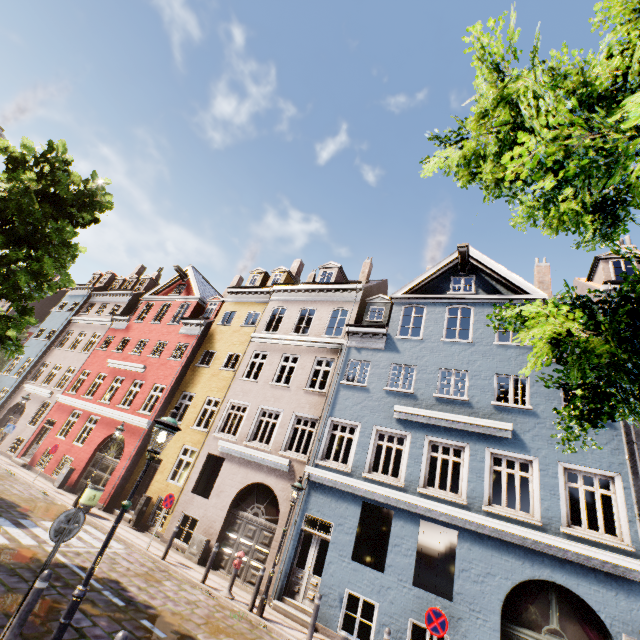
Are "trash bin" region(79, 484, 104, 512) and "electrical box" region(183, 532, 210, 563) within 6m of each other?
yes

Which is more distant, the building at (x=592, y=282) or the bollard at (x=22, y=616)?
the building at (x=592, y=282)

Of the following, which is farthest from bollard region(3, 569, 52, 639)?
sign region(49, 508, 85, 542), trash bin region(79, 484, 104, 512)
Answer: trash bin region(79, 484, 104, 512)

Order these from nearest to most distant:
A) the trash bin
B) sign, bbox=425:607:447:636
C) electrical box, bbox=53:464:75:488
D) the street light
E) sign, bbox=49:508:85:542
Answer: the street light → sign, bbox=49:508:85:542 → sign, bbox=425:607:447:636 → the trash bin → electrical box, bbox=53:464:75:488

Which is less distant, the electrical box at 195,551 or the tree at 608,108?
the tree at 608,108

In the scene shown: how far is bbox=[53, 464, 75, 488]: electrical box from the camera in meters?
17.1

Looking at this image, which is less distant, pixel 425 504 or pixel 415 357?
pixel 425 504

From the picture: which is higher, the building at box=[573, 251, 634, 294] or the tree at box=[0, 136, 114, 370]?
the building at box=[573, 251, 634, 294]
